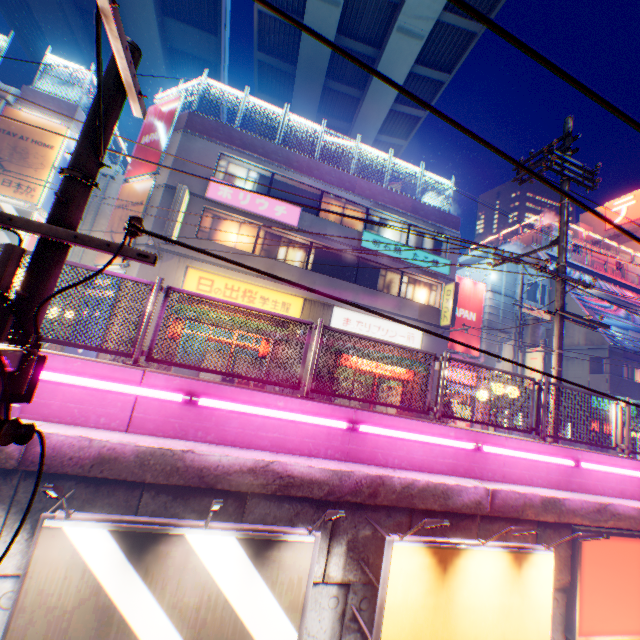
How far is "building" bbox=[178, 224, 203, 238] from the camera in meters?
14.7 m

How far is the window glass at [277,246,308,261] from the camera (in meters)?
16.66

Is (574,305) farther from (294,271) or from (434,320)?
(294,271)

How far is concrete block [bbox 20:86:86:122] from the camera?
16.0 meters

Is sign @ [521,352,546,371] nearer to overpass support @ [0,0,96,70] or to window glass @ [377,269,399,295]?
window glass @ [377,269,399,295]

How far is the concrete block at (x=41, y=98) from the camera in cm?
1595

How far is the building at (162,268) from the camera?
14.18m

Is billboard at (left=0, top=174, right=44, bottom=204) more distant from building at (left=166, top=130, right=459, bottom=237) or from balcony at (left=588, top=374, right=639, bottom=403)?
balcony at (left=588, top=374, right=639, bottom=403)
